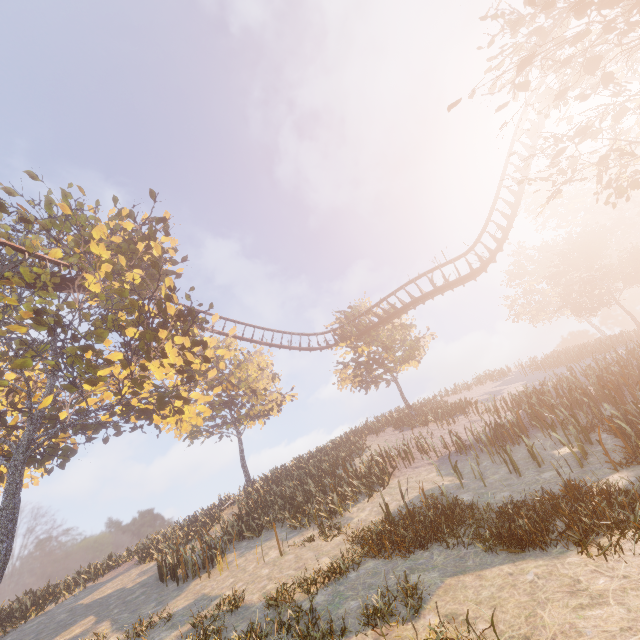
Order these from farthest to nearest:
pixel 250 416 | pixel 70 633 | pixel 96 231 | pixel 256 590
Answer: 1. pixel 250 416
2. pixel 96 231
3. pixel 70 633
4. pixel 256 590
